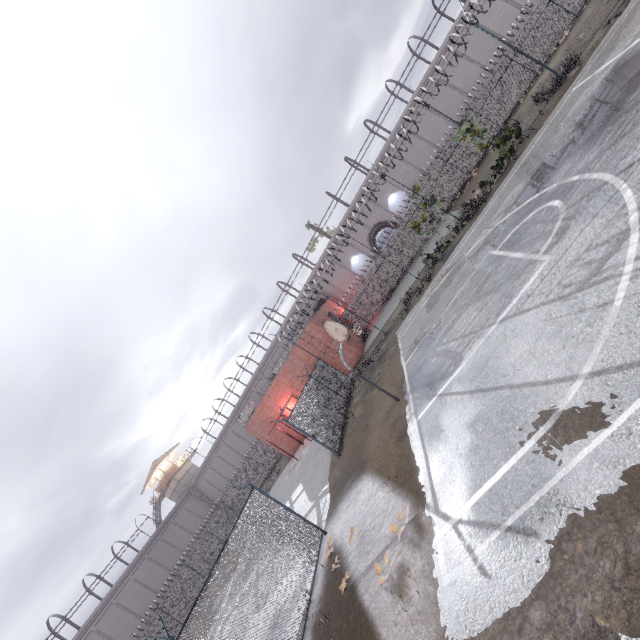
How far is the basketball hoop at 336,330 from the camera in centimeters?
1073cm

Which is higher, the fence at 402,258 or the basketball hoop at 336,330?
the basketball hoop at 336,330

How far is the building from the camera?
48.0 meters

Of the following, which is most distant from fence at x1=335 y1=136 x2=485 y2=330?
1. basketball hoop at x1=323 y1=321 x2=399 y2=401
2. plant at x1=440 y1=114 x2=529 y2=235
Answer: basketball hoop at x1=323 y1=321 x2=399 y2=401

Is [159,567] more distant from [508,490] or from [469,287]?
[508,490]

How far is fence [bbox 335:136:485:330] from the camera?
25.86m

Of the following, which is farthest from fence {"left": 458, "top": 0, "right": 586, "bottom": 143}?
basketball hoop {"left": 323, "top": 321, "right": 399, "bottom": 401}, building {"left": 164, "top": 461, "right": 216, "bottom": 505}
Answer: building {"left": 164, "top": 461, "right": 216, "bottom": 505}

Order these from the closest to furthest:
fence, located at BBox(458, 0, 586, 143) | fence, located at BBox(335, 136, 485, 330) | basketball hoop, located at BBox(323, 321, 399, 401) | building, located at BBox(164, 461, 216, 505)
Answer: basketball hoop, located at BBox(323, 321, 399, 401), fence, located at BBox(458, 0, 586, 143), fence, located at BBox(335, 136, 485, 330), building, located at BBox(164, 461, 216, 505)
